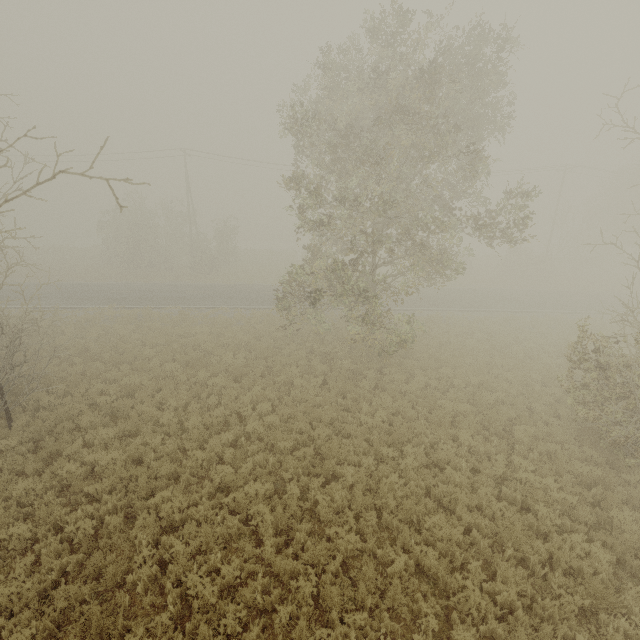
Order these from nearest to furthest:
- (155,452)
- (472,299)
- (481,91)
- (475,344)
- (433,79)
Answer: (155,452), (433,79), (481,91), (475,344), (472,299)
